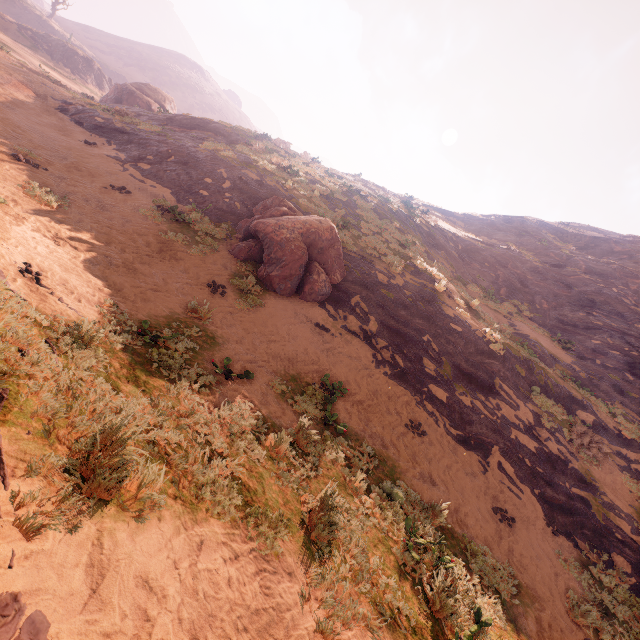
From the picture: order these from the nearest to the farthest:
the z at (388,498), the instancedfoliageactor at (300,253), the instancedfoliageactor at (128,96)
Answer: the z at (388,498) → the instancedfoliageactor at (300,253) → the instancedfoliageactor at (128,96)

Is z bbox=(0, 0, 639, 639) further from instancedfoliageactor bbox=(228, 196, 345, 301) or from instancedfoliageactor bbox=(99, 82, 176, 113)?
instancedfoliageactor bbox=(99, 82, 176, 113)

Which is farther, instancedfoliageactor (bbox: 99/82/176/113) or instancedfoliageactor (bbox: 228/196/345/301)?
instancedfoliageactor (bbox: 99/82/176/113)

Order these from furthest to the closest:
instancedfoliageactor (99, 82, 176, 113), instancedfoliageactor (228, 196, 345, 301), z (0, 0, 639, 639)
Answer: instancedfoliageactor (99, 82, 176, 113), instancedfoliageactor (228, 196, 345, 301), z (0, 0, 639, 639)

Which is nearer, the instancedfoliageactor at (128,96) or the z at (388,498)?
the z at (388,498)

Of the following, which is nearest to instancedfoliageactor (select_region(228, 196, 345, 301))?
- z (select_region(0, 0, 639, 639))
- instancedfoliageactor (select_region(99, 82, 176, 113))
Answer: z (select_region(0, 0, 639, 639))

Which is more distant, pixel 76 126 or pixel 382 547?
pixel 76 126
